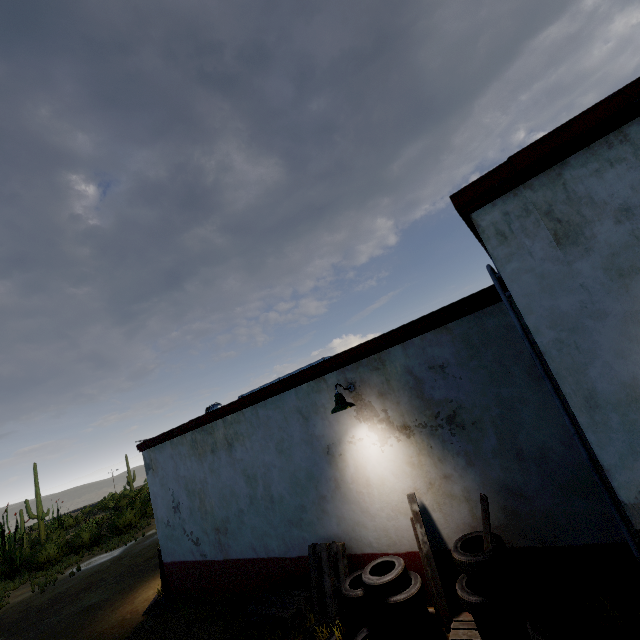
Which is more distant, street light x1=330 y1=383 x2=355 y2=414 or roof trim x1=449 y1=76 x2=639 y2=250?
street light x1=330 y1=383 x2=355 y2=414

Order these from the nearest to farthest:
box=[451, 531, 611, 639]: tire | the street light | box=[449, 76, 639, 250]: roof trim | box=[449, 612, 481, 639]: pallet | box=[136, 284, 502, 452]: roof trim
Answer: box=[449, 76, 639, 250]: roof trim < box=[451, 531, 611, 639]: tire < box=[449, 612, 481, 639]: pallet < box=[136, 284, 502, 452]: roof trim < the street light

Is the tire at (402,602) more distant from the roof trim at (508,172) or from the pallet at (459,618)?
the roof trim at (508,172)

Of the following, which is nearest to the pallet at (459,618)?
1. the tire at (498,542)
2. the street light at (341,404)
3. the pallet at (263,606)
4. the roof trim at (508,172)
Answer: the tire at (498,542)

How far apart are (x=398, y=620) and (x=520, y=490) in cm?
241

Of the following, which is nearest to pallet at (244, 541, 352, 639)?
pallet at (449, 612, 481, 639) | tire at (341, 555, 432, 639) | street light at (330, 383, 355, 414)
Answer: tire at (341, 555, 432, 639)

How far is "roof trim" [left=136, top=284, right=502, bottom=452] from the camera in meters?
4.7 m

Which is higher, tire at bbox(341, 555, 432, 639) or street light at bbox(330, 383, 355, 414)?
street light at bbox(330, 383, 355, 414)
